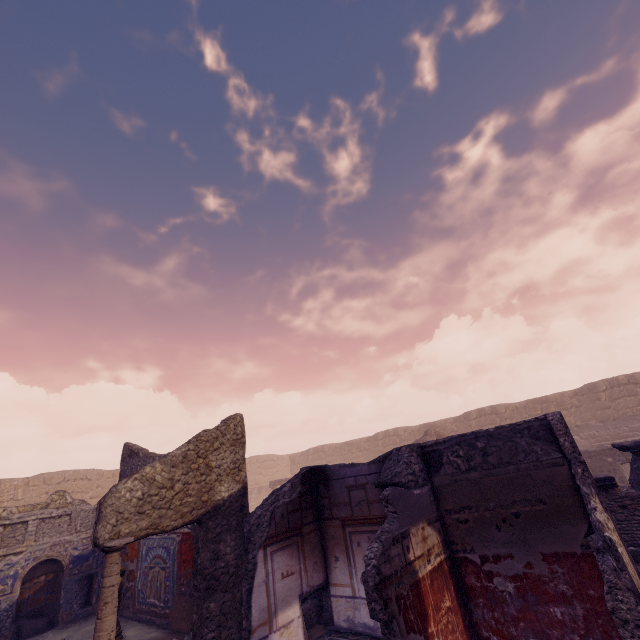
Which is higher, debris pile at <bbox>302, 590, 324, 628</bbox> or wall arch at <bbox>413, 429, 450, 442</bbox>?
wall arch at <bbox>413, 429, 450, 442</bbox>

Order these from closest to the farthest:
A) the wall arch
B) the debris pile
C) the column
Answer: the column → the debris pile → the wall arch

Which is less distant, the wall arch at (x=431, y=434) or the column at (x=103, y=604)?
the column at (x=103, y=604)

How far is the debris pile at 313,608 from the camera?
6.2 meters

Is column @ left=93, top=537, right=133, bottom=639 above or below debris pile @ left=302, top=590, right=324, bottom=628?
above

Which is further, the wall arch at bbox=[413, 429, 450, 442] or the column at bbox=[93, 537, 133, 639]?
the wall arch at bbox=[413, 429, 450, 442]

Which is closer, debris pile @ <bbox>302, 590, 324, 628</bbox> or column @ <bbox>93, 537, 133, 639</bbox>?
column @ <bbox>93, 537, 133, 639</bbox>

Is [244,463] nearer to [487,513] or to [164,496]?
[164,496]
